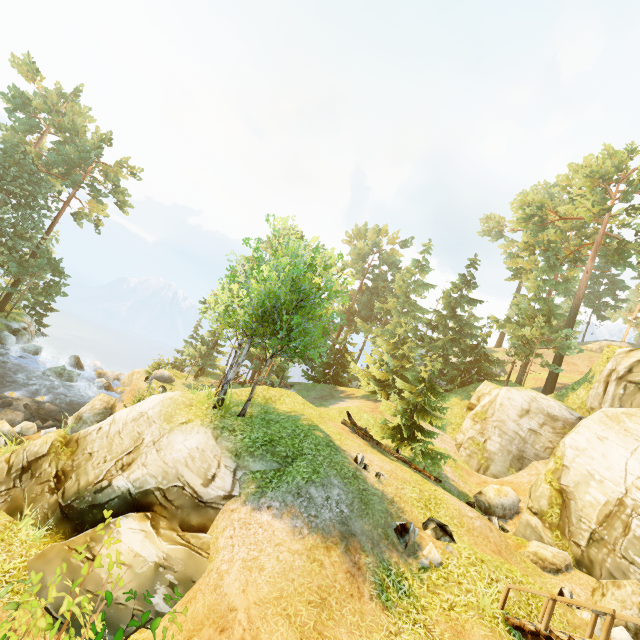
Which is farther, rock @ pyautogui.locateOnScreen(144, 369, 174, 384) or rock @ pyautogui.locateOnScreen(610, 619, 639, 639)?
rock @ pyautogui.locateOnScreen(144, 369, 174, 384)

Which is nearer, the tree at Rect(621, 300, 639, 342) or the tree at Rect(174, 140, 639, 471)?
the tree at Rect(174, 140, 639, 471)

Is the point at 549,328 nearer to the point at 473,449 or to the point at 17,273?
the point at 473,449

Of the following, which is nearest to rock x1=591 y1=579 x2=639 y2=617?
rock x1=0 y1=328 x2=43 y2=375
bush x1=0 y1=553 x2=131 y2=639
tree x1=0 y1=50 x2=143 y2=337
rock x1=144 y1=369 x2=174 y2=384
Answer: tree x1=0 y1=50 x2=143 y2=337

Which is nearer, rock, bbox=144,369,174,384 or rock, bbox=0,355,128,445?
rock, bbox=0,355,128,445

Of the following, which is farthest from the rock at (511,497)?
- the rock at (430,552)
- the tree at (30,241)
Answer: the rock at (430,552)

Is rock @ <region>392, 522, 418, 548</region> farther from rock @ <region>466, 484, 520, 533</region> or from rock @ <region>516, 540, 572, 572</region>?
rock @ <region>466, 484, 520, 533</region>

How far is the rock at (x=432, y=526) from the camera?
10.4m
